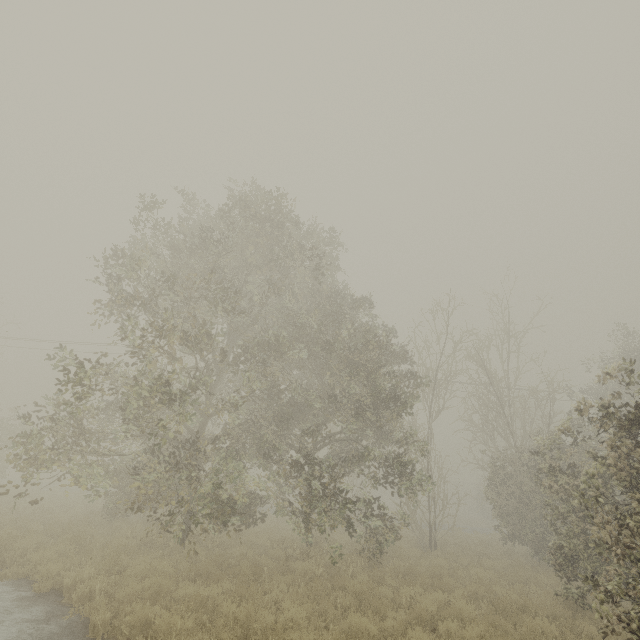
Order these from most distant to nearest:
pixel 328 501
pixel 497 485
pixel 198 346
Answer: pixel 497 485, pixel 198 346, pixel 328 501
